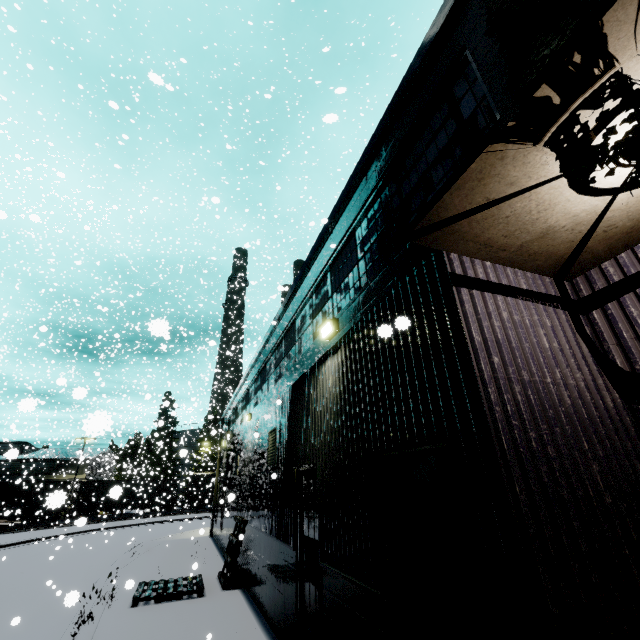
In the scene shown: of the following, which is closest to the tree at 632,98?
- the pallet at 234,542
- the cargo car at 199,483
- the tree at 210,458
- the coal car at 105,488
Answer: the coal car at 105,488

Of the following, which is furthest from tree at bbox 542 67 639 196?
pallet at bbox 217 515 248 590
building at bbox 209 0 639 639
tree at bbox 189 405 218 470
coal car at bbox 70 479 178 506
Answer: tree at bbox 189 405 218 470

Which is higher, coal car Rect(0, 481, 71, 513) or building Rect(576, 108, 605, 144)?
building Rect(576, 108, 605, 144)

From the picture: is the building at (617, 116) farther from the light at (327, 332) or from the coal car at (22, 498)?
the coal car at (22, 498)

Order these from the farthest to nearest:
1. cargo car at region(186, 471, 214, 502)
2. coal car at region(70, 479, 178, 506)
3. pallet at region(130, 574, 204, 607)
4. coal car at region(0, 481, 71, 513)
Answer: cargo car at region(186, 471, 214, 502) → coal car at region(70, 479, 178, 506) → pallet at region(130, 574, 204, 607) → coal car at region(0, 481, 71, 513)

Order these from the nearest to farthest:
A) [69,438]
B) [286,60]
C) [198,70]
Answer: [286,60] < [198,70] < [69,438]

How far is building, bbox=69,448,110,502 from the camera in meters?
35.9
